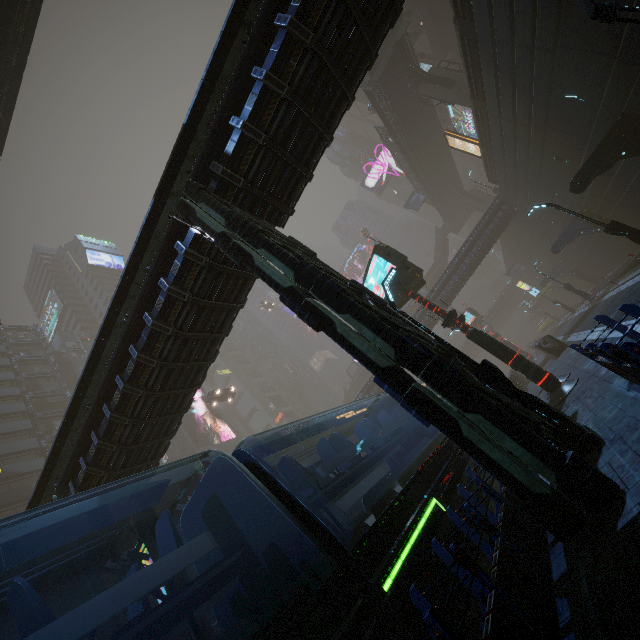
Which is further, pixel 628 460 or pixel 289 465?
pixel 289 465

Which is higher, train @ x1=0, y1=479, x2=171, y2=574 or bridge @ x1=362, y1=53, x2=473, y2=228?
bridge @ x1=362, y1=53, x2=473, y2=228

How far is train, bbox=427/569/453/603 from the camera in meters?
5.0 m

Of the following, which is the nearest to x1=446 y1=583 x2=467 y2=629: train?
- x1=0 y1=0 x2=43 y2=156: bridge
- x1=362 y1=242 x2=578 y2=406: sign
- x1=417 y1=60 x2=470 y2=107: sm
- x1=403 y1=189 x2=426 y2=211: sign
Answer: x1=417 y1=60 x2=470 y2=107: sm

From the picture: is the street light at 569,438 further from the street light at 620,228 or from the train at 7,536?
the street light at 620,228

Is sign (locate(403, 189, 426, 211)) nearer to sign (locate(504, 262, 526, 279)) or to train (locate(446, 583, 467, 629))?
sign (locate(504, 262, 526, 279))

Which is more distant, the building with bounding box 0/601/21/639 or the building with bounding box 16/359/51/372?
the building with bounding box 16/359/51/372

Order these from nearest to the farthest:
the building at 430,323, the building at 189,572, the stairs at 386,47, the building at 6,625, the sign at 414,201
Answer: the building at 189,572 → the building at 6,625 → the stairs at 386,47 → the building at 430,323 → the sign at 414,201
